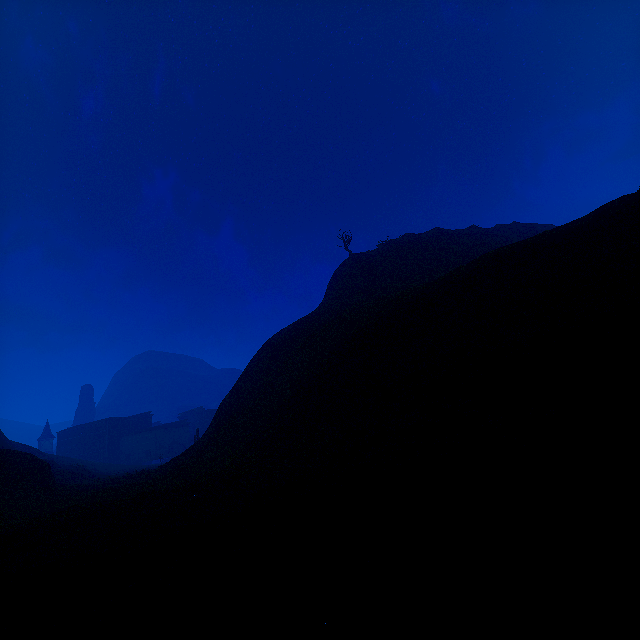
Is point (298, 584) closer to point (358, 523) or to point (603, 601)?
point (358, 523)

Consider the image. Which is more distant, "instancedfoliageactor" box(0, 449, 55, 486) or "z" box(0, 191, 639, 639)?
"instancedfoliageactor" box(0, 449, 55, 486)

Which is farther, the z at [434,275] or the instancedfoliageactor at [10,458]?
the instancedfoliageactor at [10,458]
